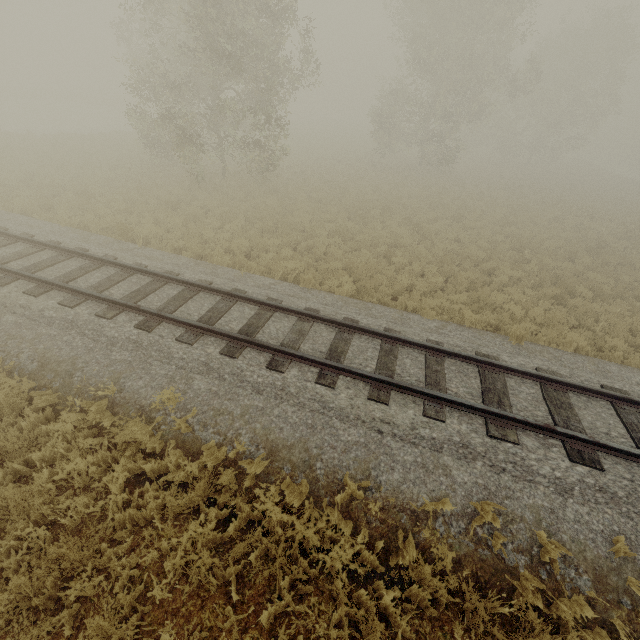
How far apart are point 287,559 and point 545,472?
4.5 meters
